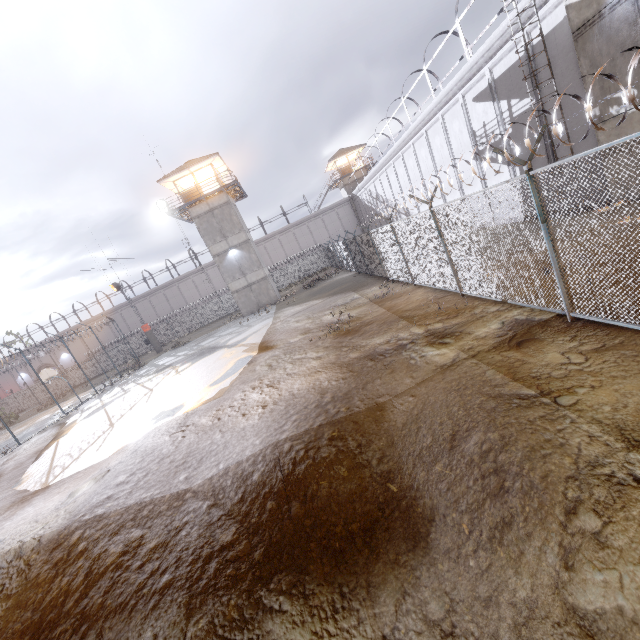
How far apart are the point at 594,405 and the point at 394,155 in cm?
2956

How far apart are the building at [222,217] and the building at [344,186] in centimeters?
2362cm

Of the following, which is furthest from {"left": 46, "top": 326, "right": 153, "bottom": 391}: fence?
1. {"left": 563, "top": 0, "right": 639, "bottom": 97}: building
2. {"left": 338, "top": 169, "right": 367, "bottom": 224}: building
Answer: {"left": 338, "top": 169, "right": 367, "bottom": 224}: building

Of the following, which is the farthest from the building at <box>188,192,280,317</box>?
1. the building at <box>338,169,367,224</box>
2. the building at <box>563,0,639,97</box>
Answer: the building at <box>563,0,639,97</box>

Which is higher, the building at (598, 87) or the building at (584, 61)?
the building at (584, 61)

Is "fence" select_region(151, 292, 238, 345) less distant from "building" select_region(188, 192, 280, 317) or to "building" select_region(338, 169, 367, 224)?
"building" select_region(188, 192, 280, 317)

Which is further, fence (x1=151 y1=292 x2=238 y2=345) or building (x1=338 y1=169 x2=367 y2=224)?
building (x1=338 y1=169 x2=367 y2=224)

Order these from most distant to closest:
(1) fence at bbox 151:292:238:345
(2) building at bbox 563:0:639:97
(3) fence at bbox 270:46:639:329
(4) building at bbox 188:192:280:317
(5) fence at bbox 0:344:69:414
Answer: (1) fence at bbox 151:292:238:345
(4) building at bbox 188:192:280:317
(5) fence at bbox 0:344:69:414
(2) building at bbox 563:0:639:97
(3) fence at bbox 270:46:639:329
